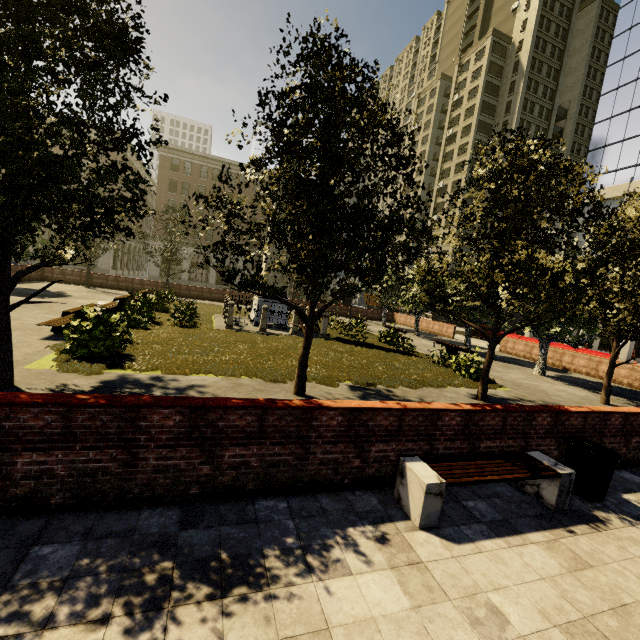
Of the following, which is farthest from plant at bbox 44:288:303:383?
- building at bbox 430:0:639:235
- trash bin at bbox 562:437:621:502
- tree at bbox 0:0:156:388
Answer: building at bbox 430:0:639:235

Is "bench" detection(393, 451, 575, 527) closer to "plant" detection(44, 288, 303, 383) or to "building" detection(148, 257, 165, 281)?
"plant" detection(44, 288, 303, 383)

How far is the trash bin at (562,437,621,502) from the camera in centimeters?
504cm

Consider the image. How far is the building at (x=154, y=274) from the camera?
47.62m

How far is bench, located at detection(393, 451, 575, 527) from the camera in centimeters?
397cm

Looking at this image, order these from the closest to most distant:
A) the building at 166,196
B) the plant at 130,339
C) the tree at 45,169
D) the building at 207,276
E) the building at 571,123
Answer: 1. the tree at 45,169
2. the plant at 130,339
3. the building at 571,123
4. the building at 166,196
5. the building at 207,276

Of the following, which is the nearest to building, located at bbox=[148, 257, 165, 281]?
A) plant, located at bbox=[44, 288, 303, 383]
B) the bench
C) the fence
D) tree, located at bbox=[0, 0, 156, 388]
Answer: tree, located at bbox=[0, 0, 156, 388]

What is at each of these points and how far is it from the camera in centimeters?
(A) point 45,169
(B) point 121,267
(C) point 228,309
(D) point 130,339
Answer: (A) tree, 502cm
(B) building, 5356cm
(C) fence, 1599cm
(D) plant, 1092cm
